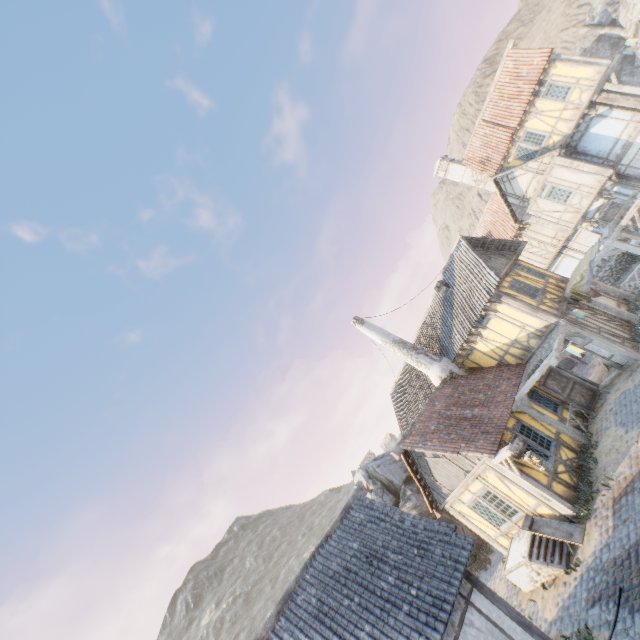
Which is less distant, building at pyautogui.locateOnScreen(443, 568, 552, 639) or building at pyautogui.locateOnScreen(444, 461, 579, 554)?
building at pyautogui.locateOnScreen(443, 568, 552, 639)

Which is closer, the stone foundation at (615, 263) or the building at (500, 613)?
the building at (500, 613)

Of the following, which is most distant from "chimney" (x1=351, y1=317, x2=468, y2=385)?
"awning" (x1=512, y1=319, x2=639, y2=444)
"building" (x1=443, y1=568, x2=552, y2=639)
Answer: "building" (x1=443, y1=568, x2=552, y2=639)

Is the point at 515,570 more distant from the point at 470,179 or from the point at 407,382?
the point at 470,179

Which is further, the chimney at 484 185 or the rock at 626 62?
the rock at 626 62

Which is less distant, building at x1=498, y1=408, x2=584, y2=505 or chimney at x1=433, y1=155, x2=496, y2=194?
building at x1=498, y1=408, x2=584, y2=505

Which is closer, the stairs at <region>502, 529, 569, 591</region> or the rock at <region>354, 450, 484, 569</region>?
the stairs at <region>502, 529, 569, 591</region>

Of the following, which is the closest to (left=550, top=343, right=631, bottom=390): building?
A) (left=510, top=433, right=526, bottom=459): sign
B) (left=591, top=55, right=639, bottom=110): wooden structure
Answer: (left=510, top=433, right=526, bottom=459): sign
